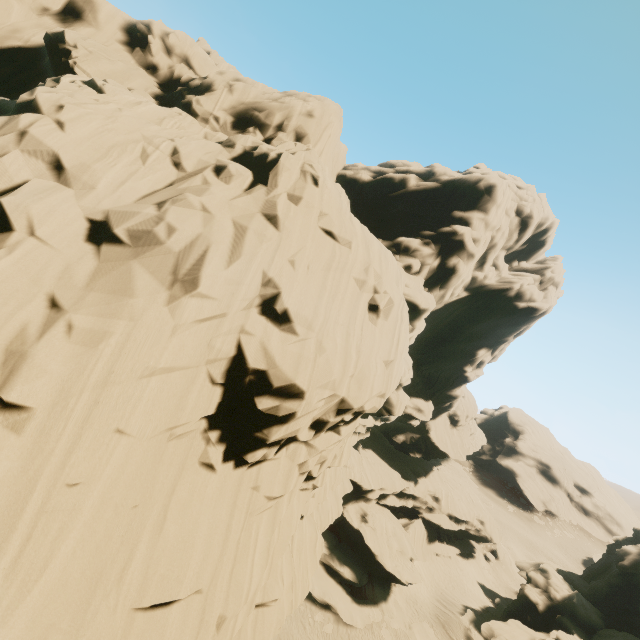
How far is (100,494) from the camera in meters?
8.4 m

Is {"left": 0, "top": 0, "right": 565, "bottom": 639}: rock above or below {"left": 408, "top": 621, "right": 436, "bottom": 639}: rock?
above

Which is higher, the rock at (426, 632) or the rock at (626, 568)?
the rock at (626, 568)

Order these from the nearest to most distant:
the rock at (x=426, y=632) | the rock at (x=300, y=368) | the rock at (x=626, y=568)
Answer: the rock at (x=300, y=368)
the rock at (x=626, y=568)
the rock at (x=426, y=632)

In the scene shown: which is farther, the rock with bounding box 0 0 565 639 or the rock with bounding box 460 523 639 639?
the rock with bounding box 460 523 639 639

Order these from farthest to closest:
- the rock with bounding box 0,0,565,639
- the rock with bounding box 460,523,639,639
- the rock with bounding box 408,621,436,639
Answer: the rock with bounding box 408,621,436,639, the rock with bounding box 460,523,639,639, the rock with bounding box 0,0,565,639
